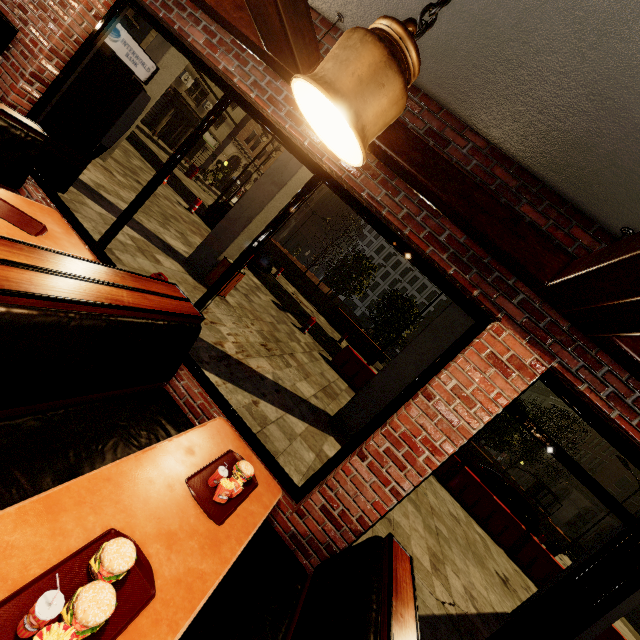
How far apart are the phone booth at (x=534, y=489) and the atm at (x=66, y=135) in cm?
3195

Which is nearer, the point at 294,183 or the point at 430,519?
the point at 430,519

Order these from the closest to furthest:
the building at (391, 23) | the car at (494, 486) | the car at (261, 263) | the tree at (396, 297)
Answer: the building at (391, 23), the car at (494, 486), the car at (261, 263), the tree at (396, 297)

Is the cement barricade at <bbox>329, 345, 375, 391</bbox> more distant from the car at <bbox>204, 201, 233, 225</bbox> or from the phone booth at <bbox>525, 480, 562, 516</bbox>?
the phone booth at <bbox>525, 480, 562, 516</bbox>

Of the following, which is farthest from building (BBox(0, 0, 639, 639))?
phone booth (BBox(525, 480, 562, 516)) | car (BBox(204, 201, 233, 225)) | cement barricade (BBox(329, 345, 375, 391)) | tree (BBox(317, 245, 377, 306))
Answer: phone booth (BBox(525, 480, 562, 516))

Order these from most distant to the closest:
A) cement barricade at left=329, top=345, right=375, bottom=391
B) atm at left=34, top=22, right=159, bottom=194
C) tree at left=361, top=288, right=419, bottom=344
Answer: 1. tree at left=361, top=288, right=419, bottom=344
2. cement barricade at left=329, top=345, right=375, bottom=391
3. atm at left=34, top=22, right=159, bottom=194

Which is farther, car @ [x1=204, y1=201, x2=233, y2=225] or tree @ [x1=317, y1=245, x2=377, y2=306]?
tree @ [x1=317, y1=245, x2=377, y2=306]

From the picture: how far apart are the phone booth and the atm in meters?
32.0
